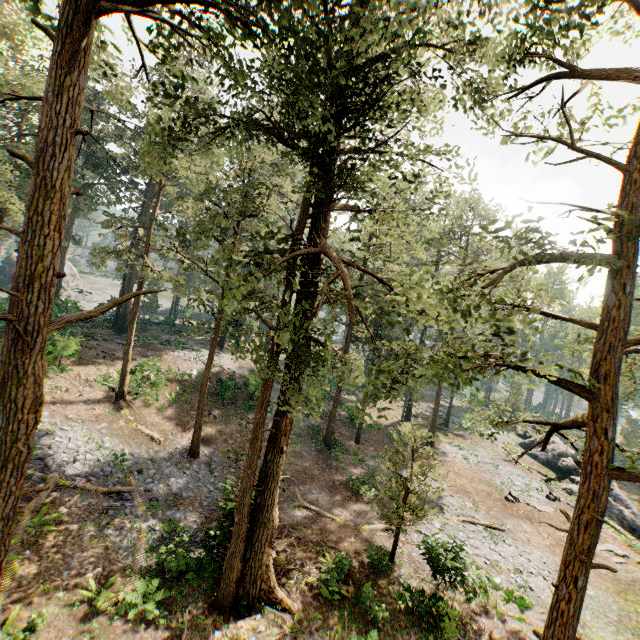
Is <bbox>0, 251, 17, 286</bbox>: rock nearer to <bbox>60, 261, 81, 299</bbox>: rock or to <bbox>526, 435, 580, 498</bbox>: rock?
<bbox>60, 261, 81, 299</bbox>: rock

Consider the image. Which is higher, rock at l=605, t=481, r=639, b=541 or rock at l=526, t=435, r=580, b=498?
rock at l=526, t=435, r=580, b=498

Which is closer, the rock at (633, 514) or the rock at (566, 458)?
the rock at (633, 514)

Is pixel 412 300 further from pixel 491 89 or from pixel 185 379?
pixel 185 379

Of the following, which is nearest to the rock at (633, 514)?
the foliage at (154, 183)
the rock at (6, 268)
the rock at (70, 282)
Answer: the foliage at (154, 183)

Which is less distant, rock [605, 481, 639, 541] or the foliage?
the foliage

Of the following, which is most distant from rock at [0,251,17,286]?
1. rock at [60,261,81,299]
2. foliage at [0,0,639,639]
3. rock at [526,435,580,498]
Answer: rock at [526,435,580,498]

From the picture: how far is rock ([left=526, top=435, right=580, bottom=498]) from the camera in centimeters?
2990cm
